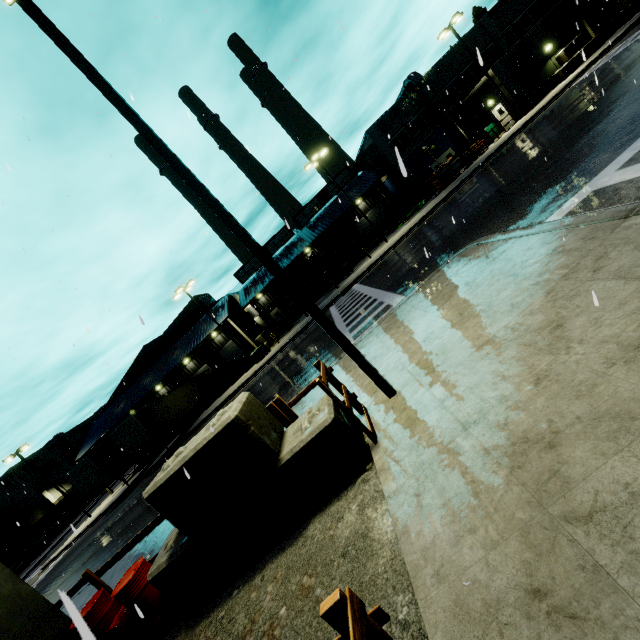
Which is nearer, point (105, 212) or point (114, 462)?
point (105, 212)

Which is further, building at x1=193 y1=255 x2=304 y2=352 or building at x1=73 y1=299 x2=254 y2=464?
building at x1=193 y1=255 x2=304 y2=352

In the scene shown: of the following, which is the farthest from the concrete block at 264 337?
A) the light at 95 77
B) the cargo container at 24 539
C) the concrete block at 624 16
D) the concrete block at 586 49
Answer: the concrete block at 624 16

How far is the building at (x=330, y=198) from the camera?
39.1m

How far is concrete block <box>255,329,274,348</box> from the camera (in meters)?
34.36

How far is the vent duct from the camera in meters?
33.6

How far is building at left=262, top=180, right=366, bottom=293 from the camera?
39.1 meters

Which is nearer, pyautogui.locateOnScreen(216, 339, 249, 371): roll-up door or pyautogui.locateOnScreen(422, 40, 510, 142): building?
pyautogui.locateOnScreen(422, 40, 510, 142): building
